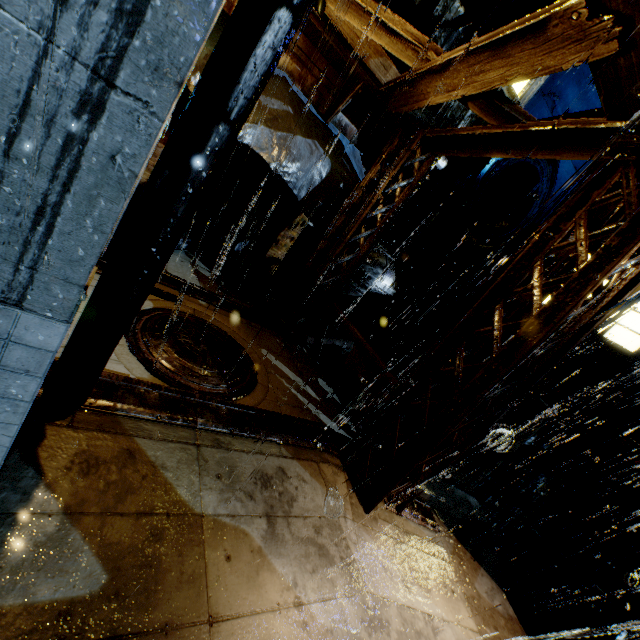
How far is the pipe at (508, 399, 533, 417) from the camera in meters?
11.3

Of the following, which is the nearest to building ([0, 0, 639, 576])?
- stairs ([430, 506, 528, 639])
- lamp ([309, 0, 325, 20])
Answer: stairs ([430, 506, 528, 639])

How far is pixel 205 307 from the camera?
7.4m

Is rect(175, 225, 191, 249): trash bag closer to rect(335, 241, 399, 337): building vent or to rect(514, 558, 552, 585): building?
rect(514, 558, 552, 585): building

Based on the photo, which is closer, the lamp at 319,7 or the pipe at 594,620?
the lamp at 319,7

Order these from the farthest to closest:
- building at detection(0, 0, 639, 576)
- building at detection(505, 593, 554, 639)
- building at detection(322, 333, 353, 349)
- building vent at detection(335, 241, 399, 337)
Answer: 1. building vent at detection(335, 241, 399, 337)
2. building at detection(322, 333, 353, 349)
3. building at detection(505, 593, 554, 639)
4. building at detection(0, 0, 639, 576)

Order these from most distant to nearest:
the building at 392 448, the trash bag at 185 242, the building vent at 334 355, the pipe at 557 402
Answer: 1. the pipe at 557 402
2. the building vent at 334 355
3. the trash bag at 185 242
4. the building at 392 448

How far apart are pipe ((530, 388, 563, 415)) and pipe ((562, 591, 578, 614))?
3.98m
